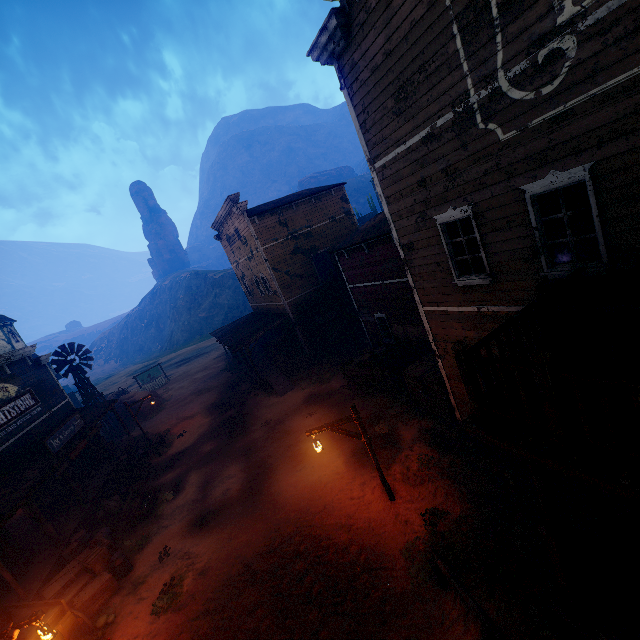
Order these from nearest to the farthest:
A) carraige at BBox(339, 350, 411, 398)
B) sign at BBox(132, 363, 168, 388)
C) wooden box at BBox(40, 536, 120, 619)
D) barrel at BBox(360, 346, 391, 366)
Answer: wooden box at BBox(40, 536, 120, 619)
carraige at BBox(339, 350, 411, 398)
barrel at BBox(360, 346, 391, 366)
sign at BBox(132, 363, 168, 388)

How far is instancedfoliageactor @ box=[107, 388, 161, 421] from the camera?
28.25m

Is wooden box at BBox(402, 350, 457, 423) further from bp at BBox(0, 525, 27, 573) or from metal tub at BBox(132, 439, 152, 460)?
metal tub at BBox(132, 439, 152, 460)

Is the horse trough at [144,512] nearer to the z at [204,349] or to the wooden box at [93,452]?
the z at [204,349]

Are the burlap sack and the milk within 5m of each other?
yes

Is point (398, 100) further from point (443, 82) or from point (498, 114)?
point (498, 114)

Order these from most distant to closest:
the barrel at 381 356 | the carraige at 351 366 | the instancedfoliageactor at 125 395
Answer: the instancedfoliageactor at 125 395
the barrel at 381 356
the carraige at 351 366

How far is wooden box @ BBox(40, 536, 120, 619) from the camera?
Answer: 10.2 meters
